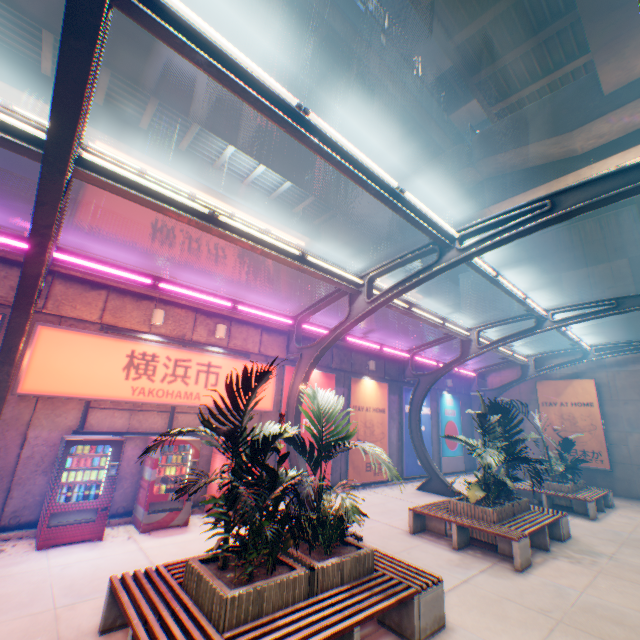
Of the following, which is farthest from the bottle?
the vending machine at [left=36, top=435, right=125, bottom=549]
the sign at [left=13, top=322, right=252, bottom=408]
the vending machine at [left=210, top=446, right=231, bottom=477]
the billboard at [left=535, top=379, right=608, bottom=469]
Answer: the billboard at [left=535, top=379, right=608, bottom=469]

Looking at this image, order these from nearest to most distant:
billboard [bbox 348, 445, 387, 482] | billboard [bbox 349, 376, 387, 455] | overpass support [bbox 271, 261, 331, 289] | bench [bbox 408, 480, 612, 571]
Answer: bench [bbox 408, 480, 612, 571] → billboard [bbox 348, 445, 387, 482] → billboard [bbox 349, 376, 387, 455] → overpass support [bbox 271, 261, 331, 289]

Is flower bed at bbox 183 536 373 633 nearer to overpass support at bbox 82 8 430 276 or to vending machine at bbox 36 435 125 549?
vending machine at bbox 36 435 125 549

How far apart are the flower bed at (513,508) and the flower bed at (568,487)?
5.6m

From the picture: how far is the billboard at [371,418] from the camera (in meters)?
13.98

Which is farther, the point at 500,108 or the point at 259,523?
the point at 500,108

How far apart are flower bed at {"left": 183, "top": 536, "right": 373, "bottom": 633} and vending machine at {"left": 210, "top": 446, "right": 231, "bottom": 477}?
4.30m

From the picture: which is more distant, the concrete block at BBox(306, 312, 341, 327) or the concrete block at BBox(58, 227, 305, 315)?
the concrete block at BBox(306, 312, 341, 327)
